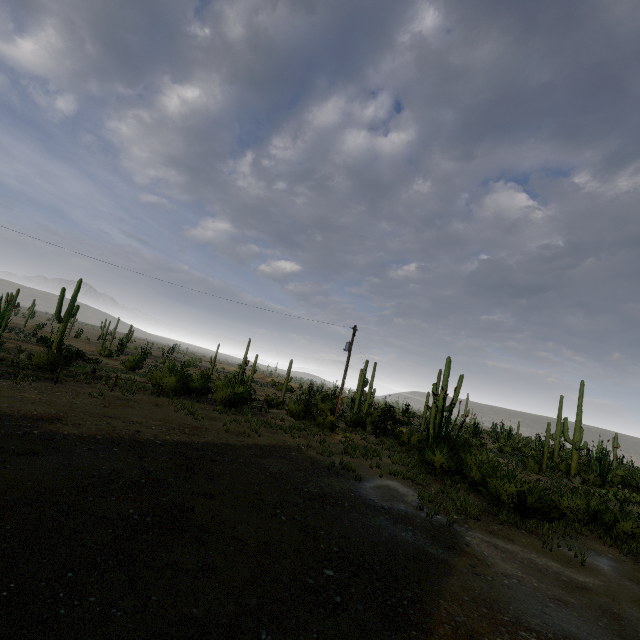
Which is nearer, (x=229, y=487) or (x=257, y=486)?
(x=229, y=487)
